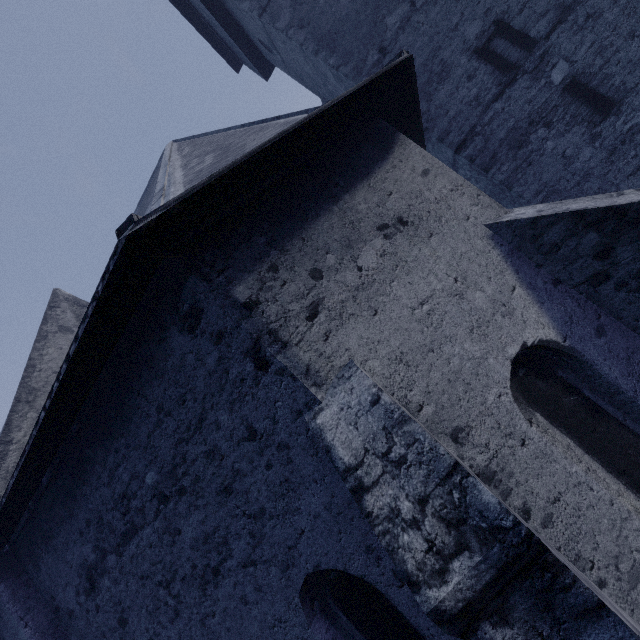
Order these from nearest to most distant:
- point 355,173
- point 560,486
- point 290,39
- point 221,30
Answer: point 560,486 → point 355,173 → point 290,39 → point 221,30
